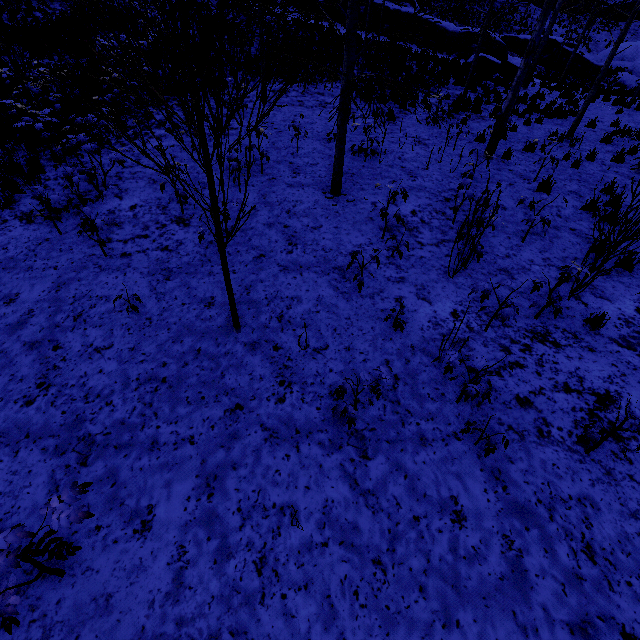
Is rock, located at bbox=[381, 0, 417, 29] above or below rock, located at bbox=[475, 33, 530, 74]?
above

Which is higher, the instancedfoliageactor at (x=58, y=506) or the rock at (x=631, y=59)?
the rock at (x=631, y=59)

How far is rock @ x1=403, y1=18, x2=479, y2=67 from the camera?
21.45m

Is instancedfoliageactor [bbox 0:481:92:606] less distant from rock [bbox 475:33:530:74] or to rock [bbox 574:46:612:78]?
rock [bbox 475:33:530:74]

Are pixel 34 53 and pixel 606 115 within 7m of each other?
no

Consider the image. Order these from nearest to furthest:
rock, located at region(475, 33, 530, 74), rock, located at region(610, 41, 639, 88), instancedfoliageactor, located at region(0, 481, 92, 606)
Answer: instancedfoliageactor, located at region(0, 481, 92, 606) → rock, located at region(475, 33, 530, 74) → rock, located at region(610, 41, 639, 88)

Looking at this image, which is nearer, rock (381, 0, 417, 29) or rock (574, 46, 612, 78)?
rock (381, 0, 417, 29)

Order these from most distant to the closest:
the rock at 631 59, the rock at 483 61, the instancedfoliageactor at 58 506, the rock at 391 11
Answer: the rock at 631 59 → the rock at 391 11 → the rock at 483 61 → the instancedfoliageactor at 58 506
